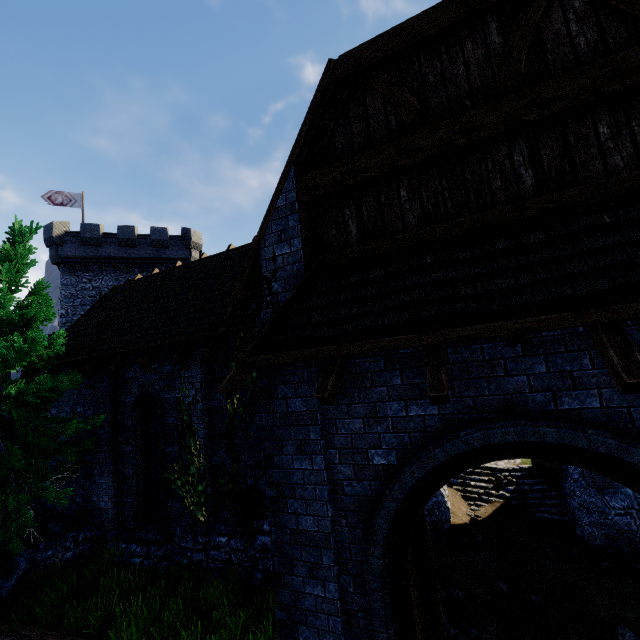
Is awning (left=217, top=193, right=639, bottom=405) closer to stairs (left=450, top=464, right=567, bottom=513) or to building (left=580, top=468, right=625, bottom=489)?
building (left=580, top=468, right=625, bottom=489)

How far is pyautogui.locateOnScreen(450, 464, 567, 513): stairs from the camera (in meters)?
11.25

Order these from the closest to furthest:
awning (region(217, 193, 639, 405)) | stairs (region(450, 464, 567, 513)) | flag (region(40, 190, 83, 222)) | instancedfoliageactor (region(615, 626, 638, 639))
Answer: awning (region(217, 193, 639, 405)) → instancedfoliageactor (region(615, 626, 638, 639)) → stairs (region(450, 464, 567, 513)) → flag (region(40, 190, 83, 222))

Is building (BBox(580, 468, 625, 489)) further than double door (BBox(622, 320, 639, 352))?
Yes

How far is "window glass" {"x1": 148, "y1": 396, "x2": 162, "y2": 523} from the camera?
9.8m

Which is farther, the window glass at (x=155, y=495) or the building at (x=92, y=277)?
the window glass at (x=155, y=495)

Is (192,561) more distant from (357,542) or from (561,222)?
(561,222)

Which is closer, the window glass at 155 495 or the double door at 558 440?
the double door at 558 440
